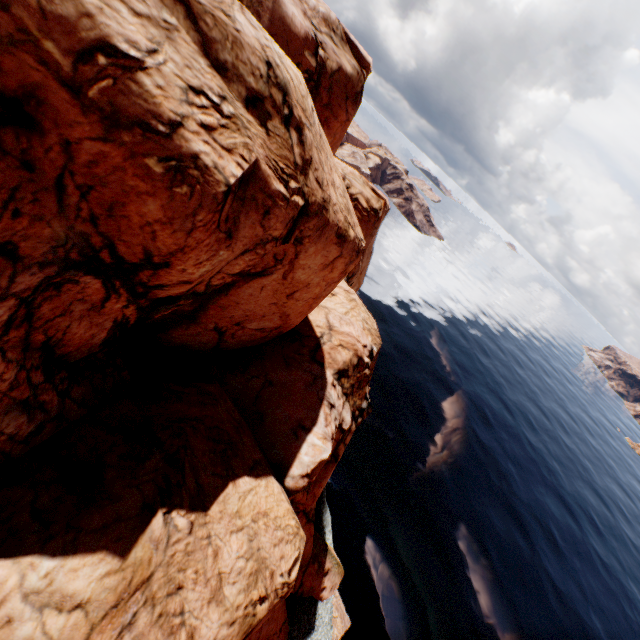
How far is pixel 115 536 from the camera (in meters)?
7.85
